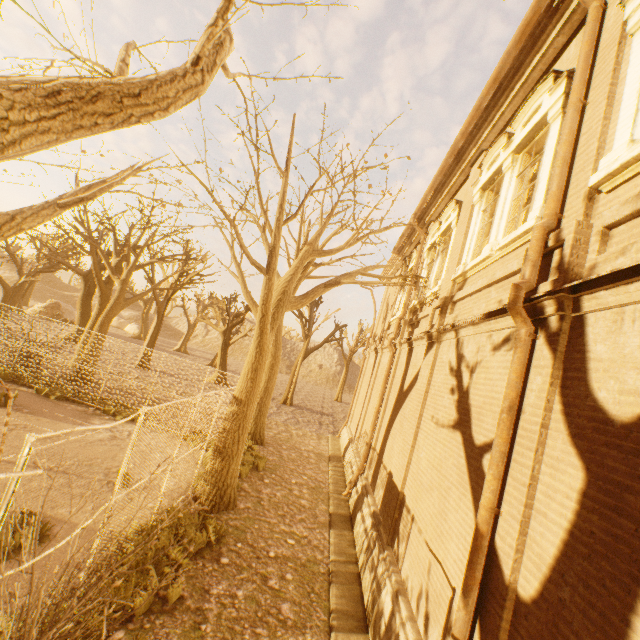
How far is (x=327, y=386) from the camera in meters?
58.8 m

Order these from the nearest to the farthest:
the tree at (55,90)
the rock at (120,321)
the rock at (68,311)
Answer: the tree at (55,90) < the rock at (68,311) < the rock at (120,321)

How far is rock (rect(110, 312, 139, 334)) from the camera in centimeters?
5072cm

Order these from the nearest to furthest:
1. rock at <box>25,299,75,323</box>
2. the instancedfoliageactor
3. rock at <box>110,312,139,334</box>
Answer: the instancedfoliageactor → rock at <box>25,299,75,323</box> → rock at <box>110,312,139,334</box>

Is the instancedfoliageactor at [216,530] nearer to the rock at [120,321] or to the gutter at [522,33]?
the gutter at [522,33]

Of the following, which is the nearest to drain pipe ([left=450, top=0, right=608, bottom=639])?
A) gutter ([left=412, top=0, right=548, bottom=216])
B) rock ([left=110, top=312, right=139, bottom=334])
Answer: gutter ([left=412, top=0, right=548, bottom=216])

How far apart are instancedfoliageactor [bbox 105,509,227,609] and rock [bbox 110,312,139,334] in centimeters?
5350cm

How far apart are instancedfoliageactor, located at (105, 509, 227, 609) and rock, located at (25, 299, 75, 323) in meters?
41.0 m
